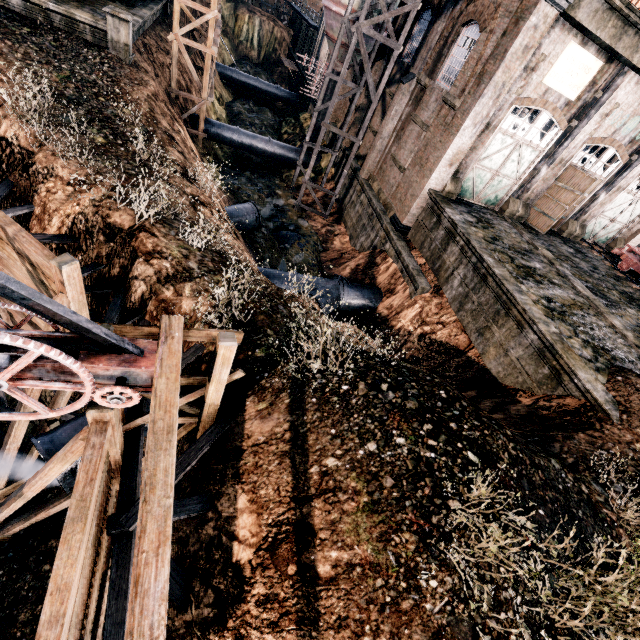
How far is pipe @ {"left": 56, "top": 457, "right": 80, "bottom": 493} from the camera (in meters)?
8.33

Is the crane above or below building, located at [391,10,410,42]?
below

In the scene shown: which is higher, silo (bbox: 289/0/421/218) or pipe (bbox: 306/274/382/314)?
silo (bbox: 289/0/421/218)

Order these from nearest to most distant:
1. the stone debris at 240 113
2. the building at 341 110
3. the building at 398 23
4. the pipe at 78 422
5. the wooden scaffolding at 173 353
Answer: the wooden scaffolding at 173 353 → the pipe at 78 422 → the building at 398 23 → the building at 341 110 → the stone debris at 240 113

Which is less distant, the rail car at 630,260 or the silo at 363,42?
the silo at 363,42

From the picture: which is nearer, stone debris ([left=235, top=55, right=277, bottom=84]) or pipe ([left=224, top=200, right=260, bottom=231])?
pipe ([left=224, top=200, right=260, bottom=231])

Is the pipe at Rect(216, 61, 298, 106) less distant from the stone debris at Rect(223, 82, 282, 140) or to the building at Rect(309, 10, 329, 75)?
the stone debris at Rect(223, 82, 282, 140)

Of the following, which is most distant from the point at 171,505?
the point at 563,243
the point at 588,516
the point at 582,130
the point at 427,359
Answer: the point at 563,243
